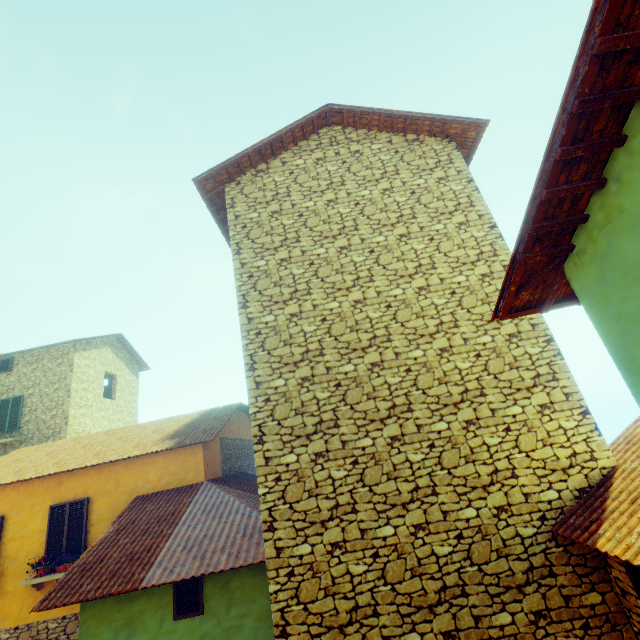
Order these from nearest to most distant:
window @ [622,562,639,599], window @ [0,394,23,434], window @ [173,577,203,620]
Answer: window @ [622,562,639,599] → window @ [173,577,203,620] → window @ [0,394,23,434]

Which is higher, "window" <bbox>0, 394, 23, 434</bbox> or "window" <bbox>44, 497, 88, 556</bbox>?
"window" <bbox>0, 394, 23, 434</bbox>

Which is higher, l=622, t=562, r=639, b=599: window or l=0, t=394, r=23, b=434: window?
→ l=0, t=394, r=23, b=434: window

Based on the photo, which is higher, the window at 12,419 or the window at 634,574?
the window at 12,419

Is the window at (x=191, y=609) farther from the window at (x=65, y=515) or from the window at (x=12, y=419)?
the window at (x=12, y=419)

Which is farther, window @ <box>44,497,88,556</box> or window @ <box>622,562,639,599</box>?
window @ <box>44,497,88,556</box>

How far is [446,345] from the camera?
5.70m

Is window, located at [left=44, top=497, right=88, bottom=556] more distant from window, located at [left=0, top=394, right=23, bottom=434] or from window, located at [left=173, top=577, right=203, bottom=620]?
window, located at [left=0, top=394, right=23, bottom=434]
